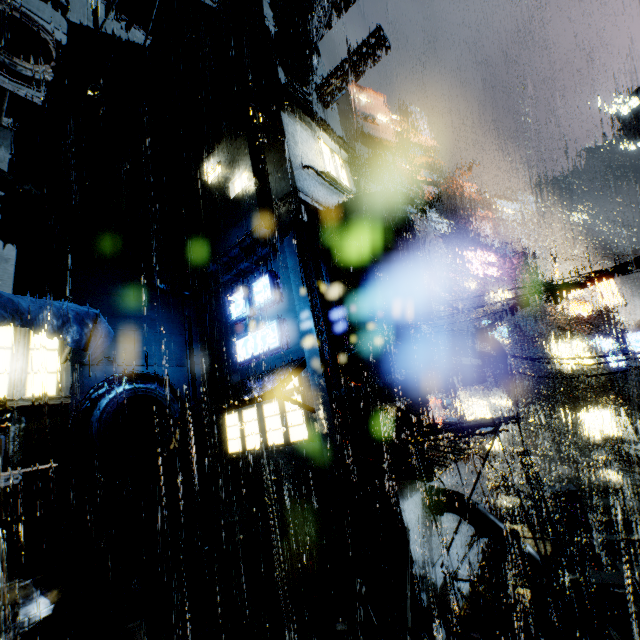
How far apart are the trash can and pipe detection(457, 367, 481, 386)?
17.3m

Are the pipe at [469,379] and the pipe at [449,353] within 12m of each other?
yes

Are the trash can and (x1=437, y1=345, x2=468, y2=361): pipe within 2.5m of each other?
no

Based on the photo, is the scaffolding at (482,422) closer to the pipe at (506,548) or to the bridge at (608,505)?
the pipe at (506,548)

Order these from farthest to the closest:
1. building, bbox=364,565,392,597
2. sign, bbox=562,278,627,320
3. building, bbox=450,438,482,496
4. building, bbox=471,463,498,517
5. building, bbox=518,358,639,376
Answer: sign, bbox=562,278,627,320, building, bbox=518,358,639,376, building, bbox=471,463,498,517, building, bbox=450,438,482,496, building, bbox=364,565,392,597

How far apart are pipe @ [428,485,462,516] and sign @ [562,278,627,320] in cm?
2481

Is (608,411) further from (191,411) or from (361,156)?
(191,411)

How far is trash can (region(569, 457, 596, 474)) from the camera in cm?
2197
